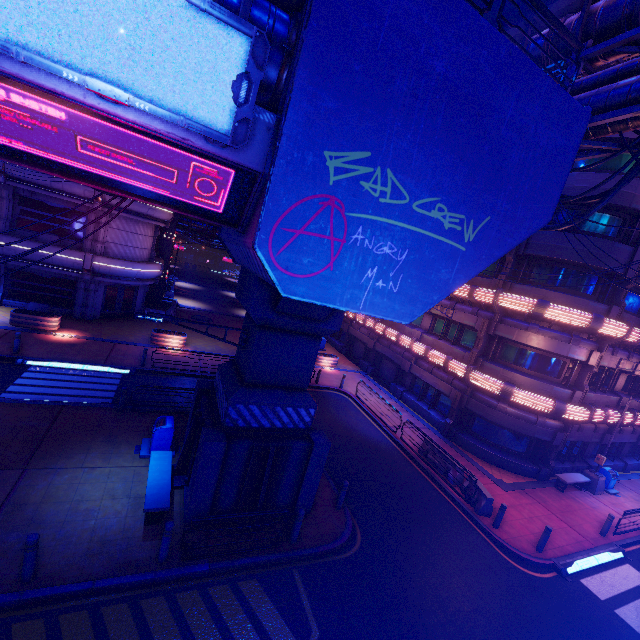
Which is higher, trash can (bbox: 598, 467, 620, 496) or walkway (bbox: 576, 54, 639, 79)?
walkway (bbox: 576, 54, 639, 79)

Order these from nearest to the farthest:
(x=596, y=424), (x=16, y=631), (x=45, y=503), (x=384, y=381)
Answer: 1. (x=16, y=631)
2. (x=45, y=503)
3. (x=596, y=424)
4. (x=384, y=381)

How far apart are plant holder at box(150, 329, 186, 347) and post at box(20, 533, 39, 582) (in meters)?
15.87

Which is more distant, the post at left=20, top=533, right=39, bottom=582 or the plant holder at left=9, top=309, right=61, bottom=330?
the plant holder at left=9, top=309, right=61, bottom=330

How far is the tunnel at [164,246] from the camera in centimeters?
3050cm

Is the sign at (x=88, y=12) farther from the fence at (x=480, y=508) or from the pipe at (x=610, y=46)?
the fence at (x=480, y=508)

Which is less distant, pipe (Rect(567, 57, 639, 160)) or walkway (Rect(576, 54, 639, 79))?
pipe (Rect(567, 57, 639, 160))

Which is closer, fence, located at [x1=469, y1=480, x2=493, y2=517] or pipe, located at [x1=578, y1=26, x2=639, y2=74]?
pipe, located at [x1=578, y1=26, x2=639, y2=74]
